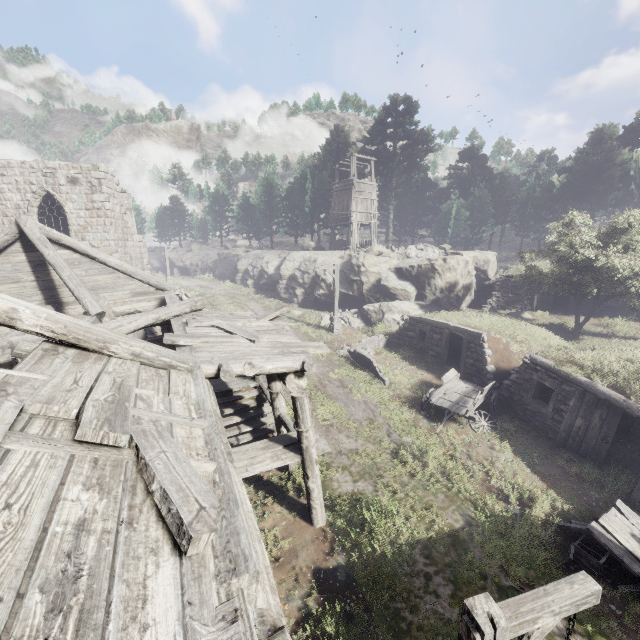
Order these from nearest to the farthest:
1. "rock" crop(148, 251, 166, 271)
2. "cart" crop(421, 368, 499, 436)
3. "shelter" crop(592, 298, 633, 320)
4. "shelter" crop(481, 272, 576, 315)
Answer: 1. "cart" crop(421, 368, 499, 436)
2. "shelter" crop(592, 298, 633, 320)
3. "shelter" crop(481, 272, 576, 315)
4. "rock" crop(148, 251, 166, 271)

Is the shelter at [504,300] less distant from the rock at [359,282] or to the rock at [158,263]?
the rock at [359,282]

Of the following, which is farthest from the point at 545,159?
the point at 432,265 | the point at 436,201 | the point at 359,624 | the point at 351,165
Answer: the point at 359,624

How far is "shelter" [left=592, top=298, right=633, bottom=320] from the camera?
21.0m

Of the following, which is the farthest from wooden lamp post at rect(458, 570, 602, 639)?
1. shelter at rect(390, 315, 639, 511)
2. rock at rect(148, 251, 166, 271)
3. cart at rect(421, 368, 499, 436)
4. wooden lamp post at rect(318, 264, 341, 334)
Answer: rock at rect(148, 251, 166, 271)

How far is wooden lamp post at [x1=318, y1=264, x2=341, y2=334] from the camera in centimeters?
2161cm

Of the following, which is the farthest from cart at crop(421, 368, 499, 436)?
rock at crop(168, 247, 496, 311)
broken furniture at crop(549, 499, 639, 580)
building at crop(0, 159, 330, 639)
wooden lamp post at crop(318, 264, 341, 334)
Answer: rock at crop(168, 247, 496, 311)

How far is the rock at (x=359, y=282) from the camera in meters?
24.2 m
